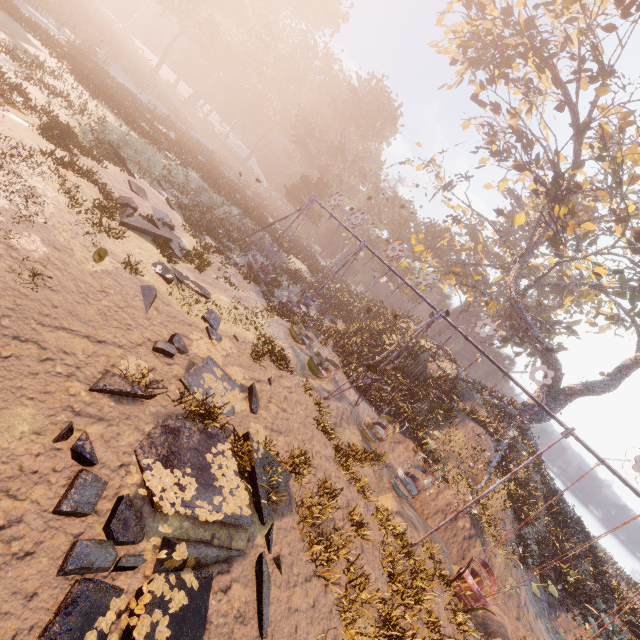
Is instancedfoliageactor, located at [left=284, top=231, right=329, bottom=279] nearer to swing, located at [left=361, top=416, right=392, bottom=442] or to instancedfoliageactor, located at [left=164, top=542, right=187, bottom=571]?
swing, located at [left=361, top=416, right=392, bottom=442]

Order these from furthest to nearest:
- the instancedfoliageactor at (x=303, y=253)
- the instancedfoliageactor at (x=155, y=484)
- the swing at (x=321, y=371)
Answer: the instancedfoliageactor at (x=303, y=253)
the swing at (x=321, y=371)
the instancedfoliageactor at (x=155, y=484)

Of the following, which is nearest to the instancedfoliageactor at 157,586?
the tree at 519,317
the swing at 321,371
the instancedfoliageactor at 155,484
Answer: the instancedfoliageactor at 155,484

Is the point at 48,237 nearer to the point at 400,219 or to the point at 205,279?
the point at 205,279

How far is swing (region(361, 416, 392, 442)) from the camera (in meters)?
13.64

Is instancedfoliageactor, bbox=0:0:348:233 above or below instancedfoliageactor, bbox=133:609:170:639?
above

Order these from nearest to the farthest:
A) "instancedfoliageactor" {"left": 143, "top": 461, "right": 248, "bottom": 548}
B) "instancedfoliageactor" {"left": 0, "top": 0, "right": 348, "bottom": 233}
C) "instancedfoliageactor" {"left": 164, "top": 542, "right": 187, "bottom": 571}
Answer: "instancedfoliageactor" {"left": 164, "top": 542, "right": 187, "bottom": 571}, "instancedfoliageactor" {"left": 143, "top": 461, "right": 248, "bottom": 548}, "instancedfoliageactor" {"left": 0, "top": 0, "right": 348, "bottom": 233}

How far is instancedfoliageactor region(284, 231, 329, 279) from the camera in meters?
31.3
